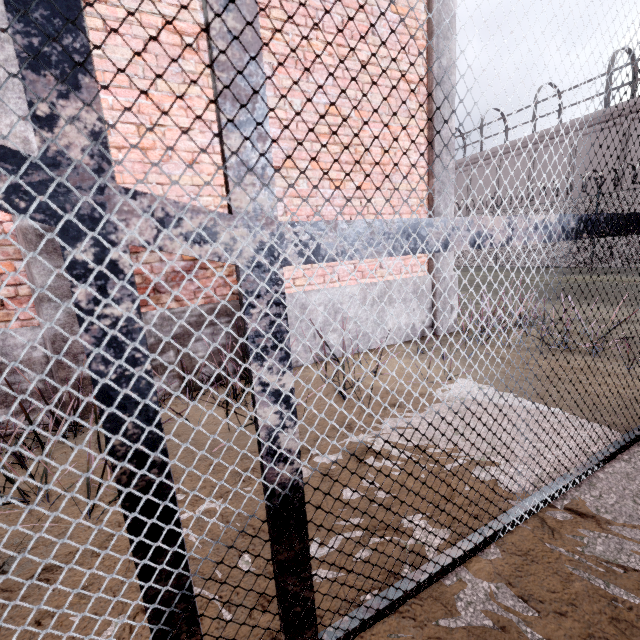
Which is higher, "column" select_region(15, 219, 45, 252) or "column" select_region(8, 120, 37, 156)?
"column" select_region(8, 120, 37, 156)

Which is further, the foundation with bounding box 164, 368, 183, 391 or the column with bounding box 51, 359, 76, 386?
the foundation with bounding box 164, 368, 183, 391

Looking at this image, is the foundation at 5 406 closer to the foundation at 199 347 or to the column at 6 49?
the column at 6 49

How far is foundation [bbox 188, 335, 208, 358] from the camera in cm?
366

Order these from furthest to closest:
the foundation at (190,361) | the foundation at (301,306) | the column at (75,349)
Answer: the foundation at (301,306) → the foundation at (190,361) → the column at (75,349)

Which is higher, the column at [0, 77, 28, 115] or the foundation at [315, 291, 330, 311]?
the column at [0, 77, 28, 115]

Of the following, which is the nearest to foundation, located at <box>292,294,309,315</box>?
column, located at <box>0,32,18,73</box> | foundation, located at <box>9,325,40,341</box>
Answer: column, located at <box>0,32,18,73</box>

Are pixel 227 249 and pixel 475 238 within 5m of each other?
yes
